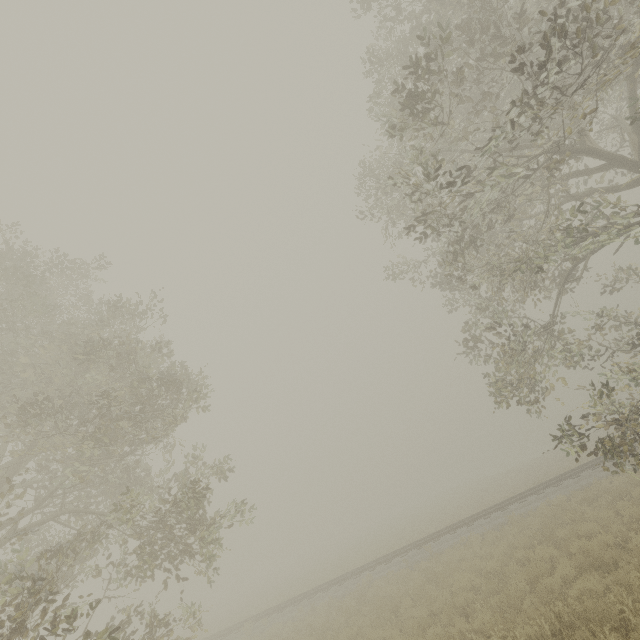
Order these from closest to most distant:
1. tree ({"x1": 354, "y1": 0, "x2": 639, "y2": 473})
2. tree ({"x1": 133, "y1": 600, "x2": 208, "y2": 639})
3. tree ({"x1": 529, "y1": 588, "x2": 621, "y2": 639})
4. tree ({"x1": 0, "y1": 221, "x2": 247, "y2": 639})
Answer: tree ({"x1": 529, "y1": 588, "x2": 621, "y2": 639}), tree ({"x1": 354, "y1": 0, "x2": 639, "y2": 473}), tree ({"x1": 0, "y1": 221, "x2": 247, "y2": 639}), tree ({"x1": 133, "y1": 600, "x2": 208, "y2": 639})

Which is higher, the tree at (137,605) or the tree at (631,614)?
the tree at (137,605)

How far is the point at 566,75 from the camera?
11.1m

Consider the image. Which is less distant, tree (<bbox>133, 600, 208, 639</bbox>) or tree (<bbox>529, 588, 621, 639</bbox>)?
tree (<bbox>529, 588, 621, 639</bbox>)

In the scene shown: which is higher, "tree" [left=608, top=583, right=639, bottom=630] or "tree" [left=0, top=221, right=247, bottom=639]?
"tree" [left=0, top=221, right=247, bottom=639]

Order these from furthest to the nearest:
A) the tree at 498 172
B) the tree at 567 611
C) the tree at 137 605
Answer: the tree at 137 605 < the tree at 498 172 < the tree at 567 611
